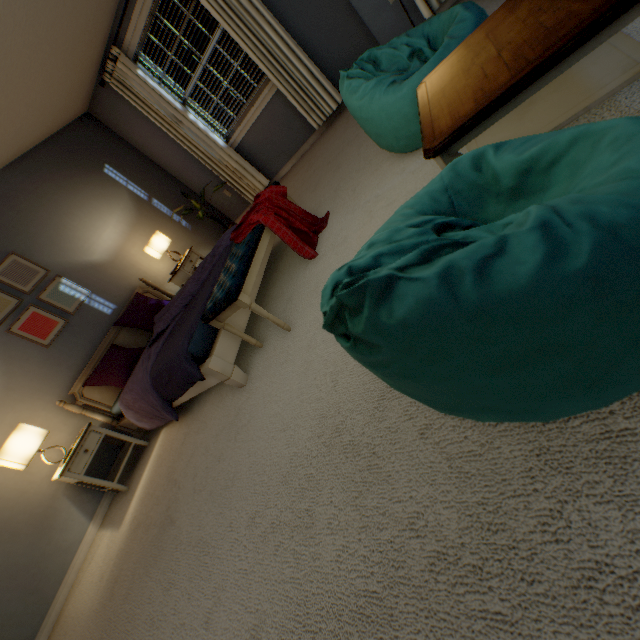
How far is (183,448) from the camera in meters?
2.3 m

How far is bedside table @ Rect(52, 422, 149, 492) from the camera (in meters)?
2.60

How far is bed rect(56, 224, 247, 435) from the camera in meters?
2.1

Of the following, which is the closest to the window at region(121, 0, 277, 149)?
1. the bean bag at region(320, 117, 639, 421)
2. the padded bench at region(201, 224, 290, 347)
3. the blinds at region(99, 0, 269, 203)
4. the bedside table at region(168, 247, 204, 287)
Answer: the blinds at region(99, 0, 269, 203)

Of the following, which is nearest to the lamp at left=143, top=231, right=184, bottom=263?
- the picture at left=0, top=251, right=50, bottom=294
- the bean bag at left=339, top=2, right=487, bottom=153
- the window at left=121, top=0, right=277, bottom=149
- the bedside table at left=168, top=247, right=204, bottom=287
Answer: the bedside table at left=168, top=247, right=204, bottom=287

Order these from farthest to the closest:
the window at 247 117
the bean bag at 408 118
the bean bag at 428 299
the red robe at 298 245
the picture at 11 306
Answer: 1. the window at 247 117
2. the picture at 11 306
3. the red robe at 298 245
4. the bean bag at 408 118
5. the bean bag at 428 299

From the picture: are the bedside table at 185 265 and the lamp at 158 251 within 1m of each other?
yes

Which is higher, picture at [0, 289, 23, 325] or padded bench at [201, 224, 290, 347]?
picture at [0, 289, 23, 325]
